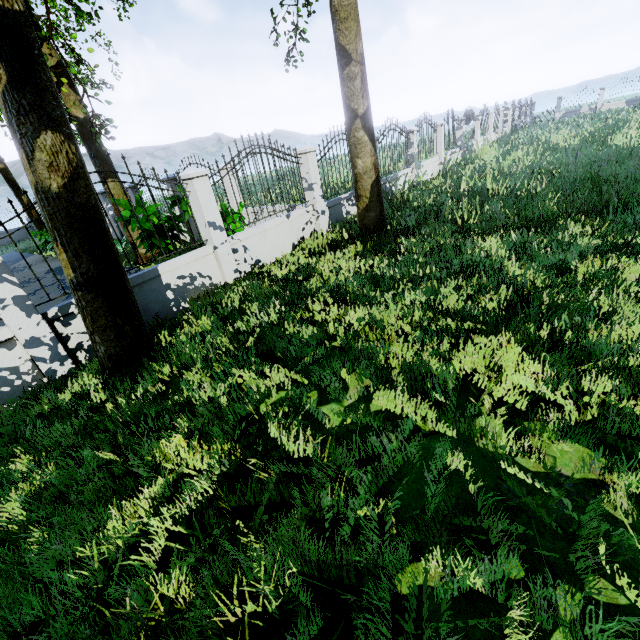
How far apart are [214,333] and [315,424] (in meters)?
2.07

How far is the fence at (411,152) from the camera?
12.3 meters

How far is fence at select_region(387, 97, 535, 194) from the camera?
12.3m

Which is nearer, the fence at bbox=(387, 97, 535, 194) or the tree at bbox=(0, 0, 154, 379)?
the tree at bbox=(0, 0, 154, 379)

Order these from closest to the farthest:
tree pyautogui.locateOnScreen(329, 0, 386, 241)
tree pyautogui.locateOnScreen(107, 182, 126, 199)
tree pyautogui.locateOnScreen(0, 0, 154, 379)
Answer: tree pyautogui.locateOnScreen(0, 0, 154, 379) → tree pyautogui.locateOnScreen(329, 0, 386, 241) → tree pyautogui.locateOnScreen(107, 182, 126, 199)

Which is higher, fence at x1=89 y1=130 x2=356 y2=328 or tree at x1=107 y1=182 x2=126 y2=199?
tree at x1=107 y1=182 x2=126 y2=199

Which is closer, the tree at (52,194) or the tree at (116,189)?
the tree at (52,194)
